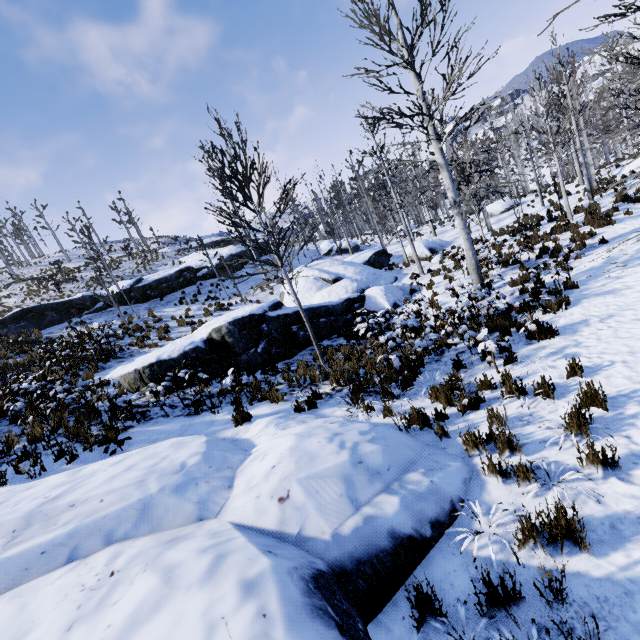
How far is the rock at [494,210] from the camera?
26.99m

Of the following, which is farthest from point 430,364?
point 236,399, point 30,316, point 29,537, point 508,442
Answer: point 30,316

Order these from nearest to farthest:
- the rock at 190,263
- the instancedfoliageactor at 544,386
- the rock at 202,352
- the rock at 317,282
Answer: the instancedfoliageactor at 544,386, the rock at 202,352, the rock at 317,282, the rock at 190,263

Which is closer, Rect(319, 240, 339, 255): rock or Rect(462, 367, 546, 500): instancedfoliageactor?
Rect(462, 367, 546, 500): instancedfoliageactor

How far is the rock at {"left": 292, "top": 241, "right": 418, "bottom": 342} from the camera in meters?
12.4 m

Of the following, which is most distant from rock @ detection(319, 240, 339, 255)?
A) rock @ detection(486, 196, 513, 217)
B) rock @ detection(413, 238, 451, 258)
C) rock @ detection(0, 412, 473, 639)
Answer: rock @ detection(0, 412, 473, 639)

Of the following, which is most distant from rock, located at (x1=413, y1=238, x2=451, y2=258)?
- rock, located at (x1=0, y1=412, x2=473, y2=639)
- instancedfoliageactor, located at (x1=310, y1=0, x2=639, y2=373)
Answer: rock, located at (x1=0, y1=412, x2=473, y2=639)

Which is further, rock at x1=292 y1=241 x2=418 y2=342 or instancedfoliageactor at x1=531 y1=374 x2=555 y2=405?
rock at x1=292 y1=241 x2=418 y2=342
